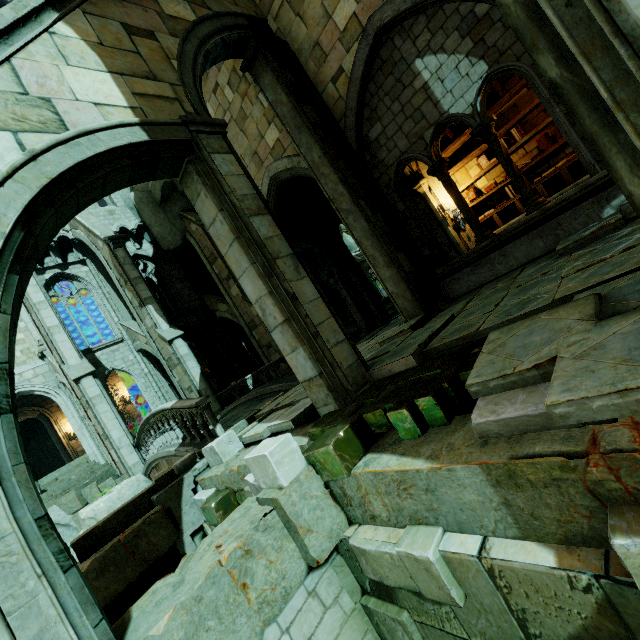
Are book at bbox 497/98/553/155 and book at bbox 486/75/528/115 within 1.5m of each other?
yes

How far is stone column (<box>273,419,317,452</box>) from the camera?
4.5 meters

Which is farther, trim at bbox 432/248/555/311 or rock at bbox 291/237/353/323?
rock at bbox 291/237/353/323

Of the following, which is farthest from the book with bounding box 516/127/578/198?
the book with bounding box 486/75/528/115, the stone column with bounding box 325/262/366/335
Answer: the stone column with bounding box 325/262/366/335

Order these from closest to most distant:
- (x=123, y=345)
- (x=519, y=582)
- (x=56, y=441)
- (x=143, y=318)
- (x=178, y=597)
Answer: (x=519, y=582) → (x=178, y=597) → (x=143, y=318) → (x=123, y=345) → (x=56, y=441)

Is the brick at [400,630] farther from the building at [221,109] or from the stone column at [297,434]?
the building at [221,109]

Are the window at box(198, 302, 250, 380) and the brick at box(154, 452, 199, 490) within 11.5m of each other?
no

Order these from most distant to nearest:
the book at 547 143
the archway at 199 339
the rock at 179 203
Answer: the archway at 199 339
the rock at 179 203
the book at 547 143
